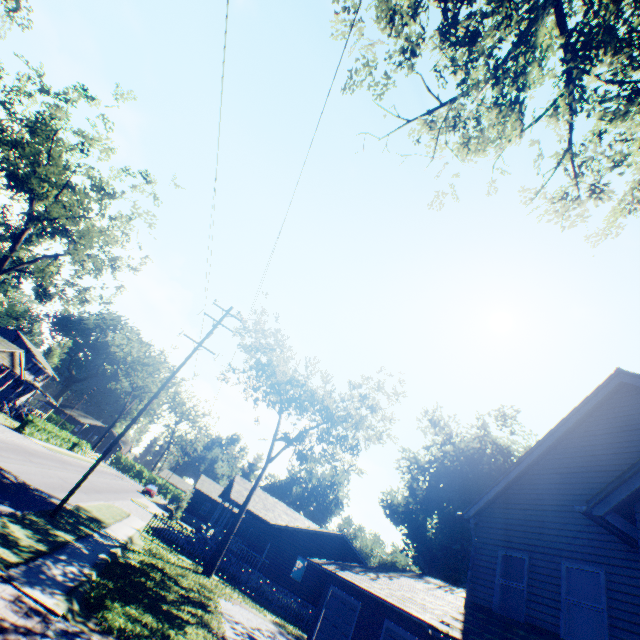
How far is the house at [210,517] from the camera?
27.8 meters

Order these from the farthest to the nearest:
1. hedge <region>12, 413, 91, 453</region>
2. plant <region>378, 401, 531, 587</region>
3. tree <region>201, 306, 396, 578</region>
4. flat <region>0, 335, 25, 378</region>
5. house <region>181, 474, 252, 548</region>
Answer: flat <region>0, 335, 25, 378</region> → plant <region>378, 401, 531, 587</region> → hedge <region>12, 413, 91, 453</region> → house <region>181, 474, 252, 548</region> → tree <region>201, 306, 396, 578</region>

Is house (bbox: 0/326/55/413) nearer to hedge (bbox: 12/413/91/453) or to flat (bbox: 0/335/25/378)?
flat (bbox: 0/335/25/378)

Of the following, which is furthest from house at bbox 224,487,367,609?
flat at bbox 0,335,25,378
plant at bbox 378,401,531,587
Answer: flat at bbox 0,335,25,378

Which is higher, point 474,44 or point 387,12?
point 387,12

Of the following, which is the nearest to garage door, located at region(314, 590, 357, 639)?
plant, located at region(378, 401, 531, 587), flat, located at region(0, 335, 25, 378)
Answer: plant, located at region(378, 401, 531, 587)

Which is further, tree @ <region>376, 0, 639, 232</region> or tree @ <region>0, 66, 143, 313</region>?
tree @ <region>0, 66, 143, 313</region>

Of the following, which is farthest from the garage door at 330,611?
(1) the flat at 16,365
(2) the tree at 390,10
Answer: (1) the flat at 16,365
